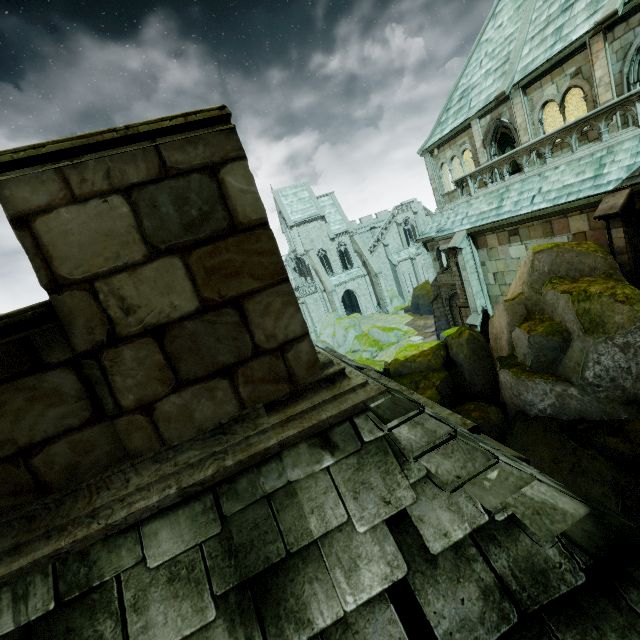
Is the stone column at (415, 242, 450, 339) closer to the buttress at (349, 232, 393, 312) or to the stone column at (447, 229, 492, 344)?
the stone column at (447, 229, 492, 344)

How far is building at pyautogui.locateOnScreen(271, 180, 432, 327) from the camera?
44.75m

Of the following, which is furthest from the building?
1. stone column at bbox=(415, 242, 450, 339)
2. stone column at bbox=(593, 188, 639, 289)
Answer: stone column at bbox=(593, 188, 639, 289)

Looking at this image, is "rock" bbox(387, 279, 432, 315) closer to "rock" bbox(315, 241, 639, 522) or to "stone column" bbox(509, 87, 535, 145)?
"rock" bbox(315, 241, 639, 522)

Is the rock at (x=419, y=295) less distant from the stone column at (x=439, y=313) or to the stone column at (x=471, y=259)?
the stone column at (x=439, y=313)

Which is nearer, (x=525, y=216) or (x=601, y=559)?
(x=601, y=559)

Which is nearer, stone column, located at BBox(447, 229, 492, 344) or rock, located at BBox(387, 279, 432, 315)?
stone column, located at BBox(447, 229, 492, 344)

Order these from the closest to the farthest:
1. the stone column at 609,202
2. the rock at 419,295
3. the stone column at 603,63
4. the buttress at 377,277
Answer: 1. the stone column at 609,202
2. the stone column at 603,63
3. the rock at 419,295
4. the buttress at 377,277
